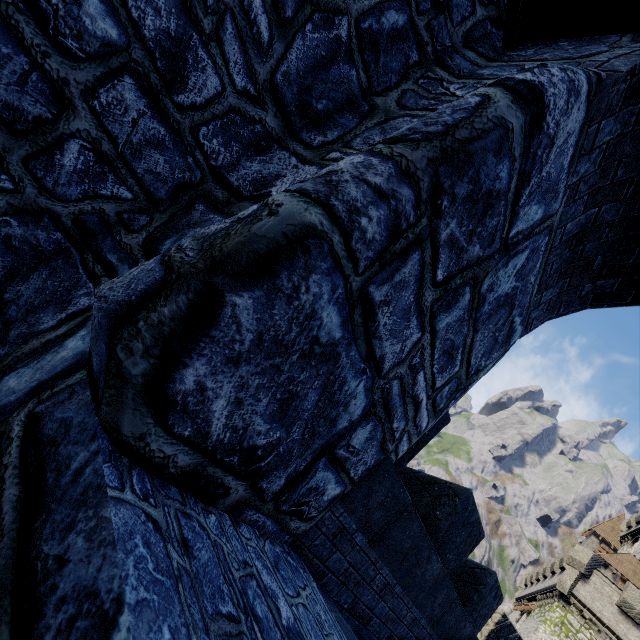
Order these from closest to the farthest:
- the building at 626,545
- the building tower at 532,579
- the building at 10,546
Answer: the building at 10,546 → the building tower at 532,579 → the building at 626,545

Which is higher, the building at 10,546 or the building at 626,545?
the building at 626,545

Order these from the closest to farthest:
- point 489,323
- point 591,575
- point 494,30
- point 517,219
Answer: point 517,219
point 489,323
point 494,30
point 591,575

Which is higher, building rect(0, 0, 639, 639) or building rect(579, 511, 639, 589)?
building rect(579, 511, 639, 589)

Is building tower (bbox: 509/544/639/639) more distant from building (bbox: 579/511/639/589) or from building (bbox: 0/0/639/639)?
building (bbox: 0/0/639/639)

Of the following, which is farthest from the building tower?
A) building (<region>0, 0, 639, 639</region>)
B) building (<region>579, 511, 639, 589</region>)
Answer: building (<region>0, 0, 639, 639</region>)
